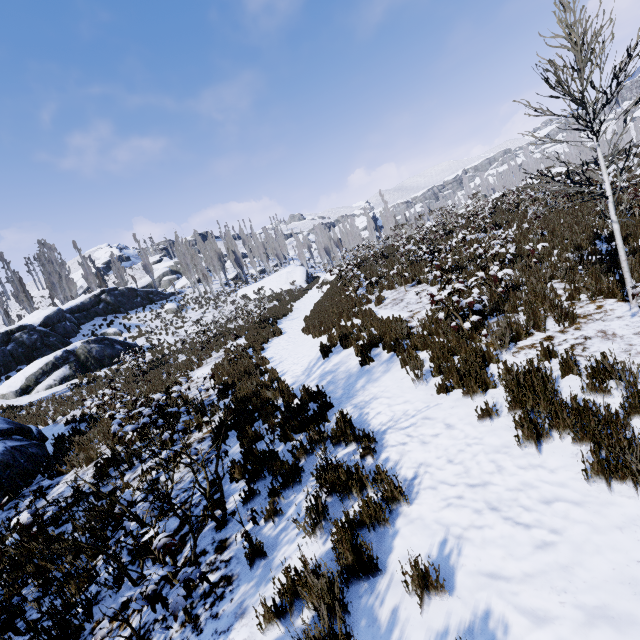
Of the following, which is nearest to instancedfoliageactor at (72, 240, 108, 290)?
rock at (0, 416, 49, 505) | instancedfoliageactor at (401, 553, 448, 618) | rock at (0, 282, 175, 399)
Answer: rock at (0, 282, 175, 399)

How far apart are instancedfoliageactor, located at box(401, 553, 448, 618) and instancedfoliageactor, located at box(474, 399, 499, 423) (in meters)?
1.79

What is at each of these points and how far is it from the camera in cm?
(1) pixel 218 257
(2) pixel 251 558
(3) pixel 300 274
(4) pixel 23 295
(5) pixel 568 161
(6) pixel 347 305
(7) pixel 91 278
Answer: (1) instancedfoliageactor, 5316
(2) instancedfoliageactor, 339
(3) rock, 4312
(4) instancedfoliageactor, 3903
(5) instancedfoliageactor, 518
(6) instancedfoliageactor, 1241
(7) instancedfoliageactor, 4509

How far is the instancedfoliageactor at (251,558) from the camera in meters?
3.4 m

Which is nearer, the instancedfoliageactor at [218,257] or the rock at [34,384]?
the rock at [34,384]

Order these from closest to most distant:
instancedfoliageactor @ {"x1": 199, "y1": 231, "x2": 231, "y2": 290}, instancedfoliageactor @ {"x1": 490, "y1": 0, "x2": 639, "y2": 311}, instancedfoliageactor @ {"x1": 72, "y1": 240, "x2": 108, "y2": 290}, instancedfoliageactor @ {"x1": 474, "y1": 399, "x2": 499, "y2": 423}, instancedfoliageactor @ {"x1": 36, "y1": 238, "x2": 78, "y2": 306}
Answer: instancedfoliageactor @ {"x1": 474, "y1": 399, "x2": 499, "y2": 423}
instancedfoliageactor @ {"x1": 490, "y1": 0, "x2": 639, "y2": 311}
instancedfoliageactor @ {"x1": 36, "y1": 238, "x2": 78, "y2": 306}
instancedfoliageactor @ {"x1": 72, "y1": 240, "x2": 108, "y2": 290}
instancedfoliageactor @ {"x1": 199, "y1": 231, "x2": 231, "y2": 290}

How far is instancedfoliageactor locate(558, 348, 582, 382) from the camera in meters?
4.4

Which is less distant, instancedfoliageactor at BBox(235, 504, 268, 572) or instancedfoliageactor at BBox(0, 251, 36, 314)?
instancedfoliageactor at BBox(235, 504, 268, 572)
